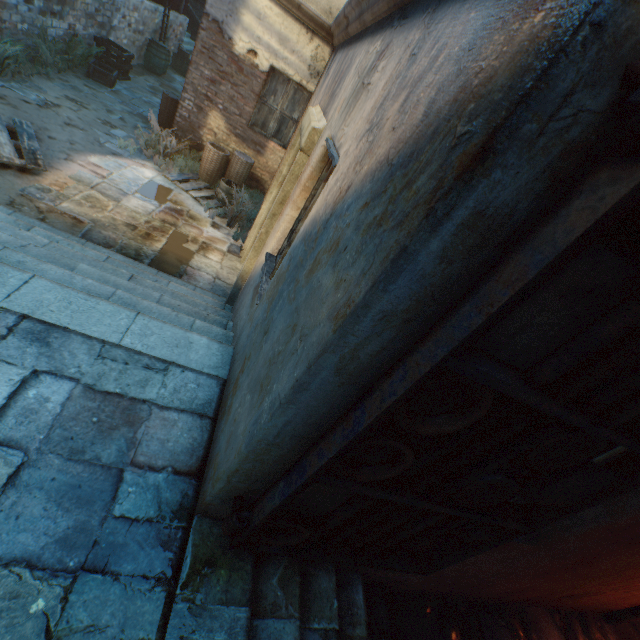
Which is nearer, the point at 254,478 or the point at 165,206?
the point at 254,478

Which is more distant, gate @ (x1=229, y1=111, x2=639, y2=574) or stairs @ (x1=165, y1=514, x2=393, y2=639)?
stairs @ (x1=165, y1=514, x2=393, y2=639)

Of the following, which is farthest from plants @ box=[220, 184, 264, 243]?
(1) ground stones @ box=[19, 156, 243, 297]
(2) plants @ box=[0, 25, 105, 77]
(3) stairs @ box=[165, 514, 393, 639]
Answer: (3) stairs @ box=[165, 514, 393, 639]

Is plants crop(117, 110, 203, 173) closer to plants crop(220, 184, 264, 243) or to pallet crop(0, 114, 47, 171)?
plants crop(220, 184, 264, 243)

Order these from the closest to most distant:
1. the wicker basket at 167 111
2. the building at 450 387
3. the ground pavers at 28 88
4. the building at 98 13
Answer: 1. the building at 450 387
2. the ground pavers at 28 88
3. the building at 98 13
4. the wicker basket at 167 111

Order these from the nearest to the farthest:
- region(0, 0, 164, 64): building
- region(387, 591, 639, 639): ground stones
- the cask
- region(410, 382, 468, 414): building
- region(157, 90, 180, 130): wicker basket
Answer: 1. region(410, 382, 468, 414): building
2. region(387, 591, 639, 639): ground stones
3. region(0, 0, 164, 64): building
4. region(157, 90, 180, 130): wicker basket
5. the cask

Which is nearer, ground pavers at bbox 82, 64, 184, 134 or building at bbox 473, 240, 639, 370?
building at bbox 473, 240, 639, 370

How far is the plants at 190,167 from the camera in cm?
686
